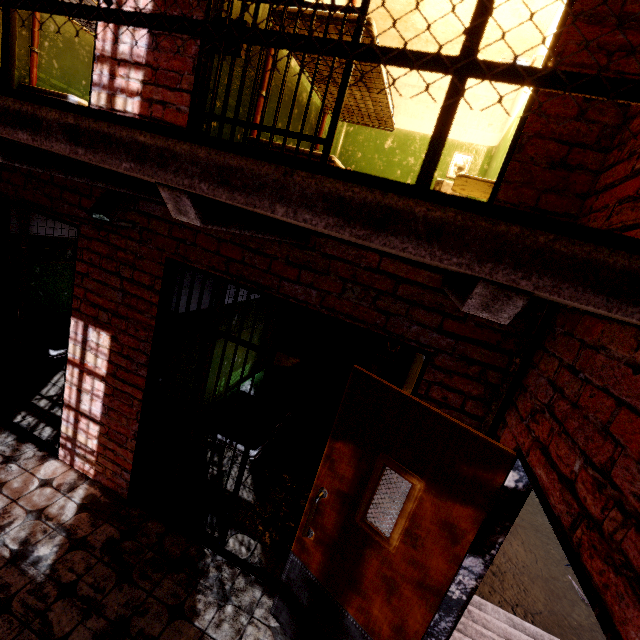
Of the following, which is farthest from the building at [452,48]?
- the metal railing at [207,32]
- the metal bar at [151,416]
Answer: the metal railing at [207,32]

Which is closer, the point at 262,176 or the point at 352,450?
the point at 262,176

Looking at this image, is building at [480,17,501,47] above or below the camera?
above

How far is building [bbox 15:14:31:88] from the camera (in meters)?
3.60

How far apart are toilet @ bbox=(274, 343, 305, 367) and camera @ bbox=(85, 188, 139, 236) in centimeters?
352cm

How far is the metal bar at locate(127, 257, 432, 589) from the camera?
2.3m

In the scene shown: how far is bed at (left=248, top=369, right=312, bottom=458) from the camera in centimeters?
367cm

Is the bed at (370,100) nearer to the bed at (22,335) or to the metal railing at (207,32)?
the metal railing at (207,32)
